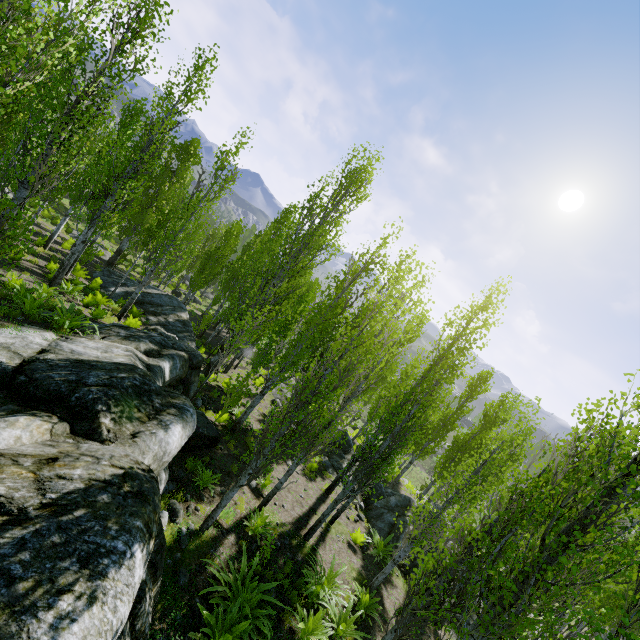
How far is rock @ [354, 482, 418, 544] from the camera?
14.17m

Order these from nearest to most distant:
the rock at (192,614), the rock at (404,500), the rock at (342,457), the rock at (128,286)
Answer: the rock at (192,614) → the rock at (404,500) → the rock at (342,457) → the rock at (128,286)

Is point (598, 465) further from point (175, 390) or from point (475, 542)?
point (175, 390)

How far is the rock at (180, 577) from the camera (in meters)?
5.91

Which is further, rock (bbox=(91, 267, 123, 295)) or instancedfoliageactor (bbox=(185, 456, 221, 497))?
rock (bbox=(91, 267, 123, 295))

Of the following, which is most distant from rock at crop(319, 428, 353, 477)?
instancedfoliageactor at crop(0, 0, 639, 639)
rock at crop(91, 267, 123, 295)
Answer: rock at crop(91, 267, 123, 295)

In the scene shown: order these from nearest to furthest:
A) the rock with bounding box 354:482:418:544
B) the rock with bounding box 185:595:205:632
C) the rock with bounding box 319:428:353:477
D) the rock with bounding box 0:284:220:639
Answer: the rock with bounding box 0:284:220:639 → the rock with bounding box 185:595:205:632 → the rock with bounding box 354:482:418:544 → the rock with bounding box 319:428:353:477

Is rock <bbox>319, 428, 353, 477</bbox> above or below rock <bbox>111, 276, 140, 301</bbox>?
above
